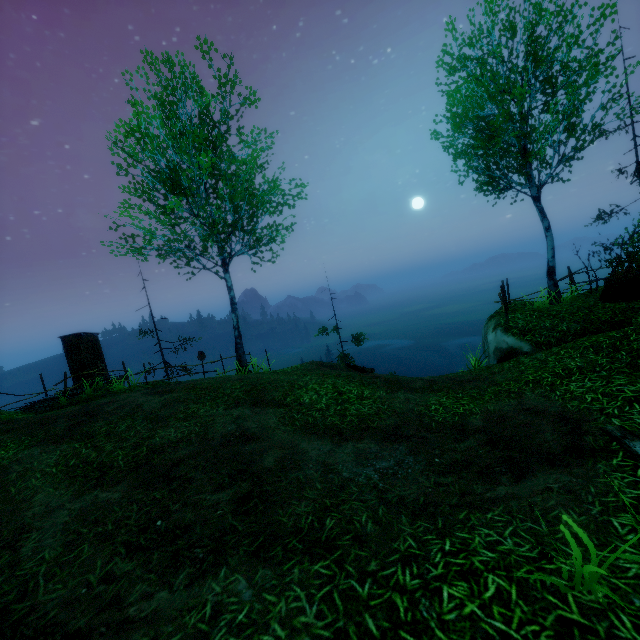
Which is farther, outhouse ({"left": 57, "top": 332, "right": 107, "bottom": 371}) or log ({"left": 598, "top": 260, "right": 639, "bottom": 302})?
outhouse ({"left": 57, "top": 332, "right": 107, "bottom": 371})

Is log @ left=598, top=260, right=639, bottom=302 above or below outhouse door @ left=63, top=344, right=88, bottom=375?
below

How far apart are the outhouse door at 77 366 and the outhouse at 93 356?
0.0m

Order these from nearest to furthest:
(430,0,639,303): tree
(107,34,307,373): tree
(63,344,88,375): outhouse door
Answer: (430,0,639,303): tree < (107,34,307,373): tree < (63,344,88,375): outhouse door

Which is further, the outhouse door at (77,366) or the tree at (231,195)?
the outhouse door at (77,366)

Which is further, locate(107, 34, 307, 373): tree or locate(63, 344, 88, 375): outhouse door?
locate(63, 344, 88, 375): outhouse door

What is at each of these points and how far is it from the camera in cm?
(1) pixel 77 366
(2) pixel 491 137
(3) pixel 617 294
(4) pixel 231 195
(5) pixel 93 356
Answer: (1) outhouse door, 1648
(2) tree, 1103
(3) log, 957
(4) tree, 1292
(5) outhouse, 1705

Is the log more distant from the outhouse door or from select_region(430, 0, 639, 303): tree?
the outhouse door
